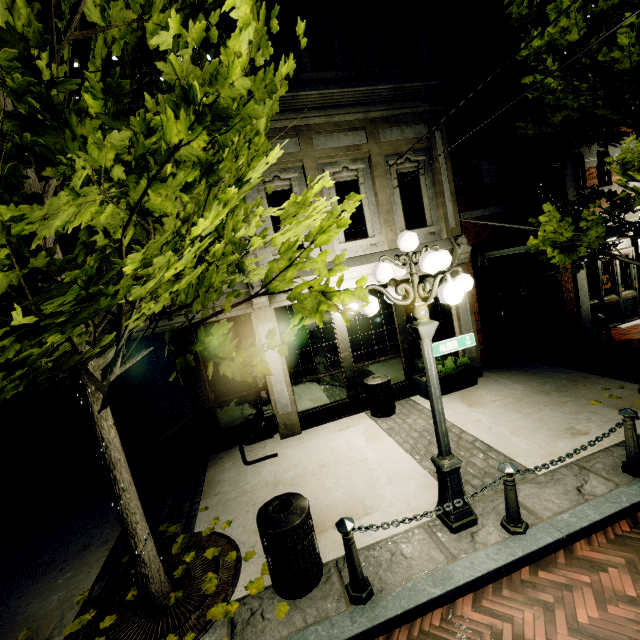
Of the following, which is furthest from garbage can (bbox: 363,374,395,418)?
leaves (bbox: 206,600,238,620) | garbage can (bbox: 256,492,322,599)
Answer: leaves (bbox: 206,600,238,620)

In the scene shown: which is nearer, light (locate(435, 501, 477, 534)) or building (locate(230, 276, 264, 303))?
light (locate(435, 501, 477, 534))

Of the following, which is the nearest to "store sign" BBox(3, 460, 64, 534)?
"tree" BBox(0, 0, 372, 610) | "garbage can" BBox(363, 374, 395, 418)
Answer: "tree" BBox(0, 0, 372, 610)

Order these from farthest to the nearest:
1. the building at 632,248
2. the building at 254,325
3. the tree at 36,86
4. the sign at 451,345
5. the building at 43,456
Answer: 1. the building at 632,248
2. the building at 254,325
3. the building at 43,456
4. the sign at 451,345
5. the tree at 36,86

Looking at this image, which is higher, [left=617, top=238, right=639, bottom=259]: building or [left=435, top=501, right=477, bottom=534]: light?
[left=617, top=238, right=639, bottom=259]: building

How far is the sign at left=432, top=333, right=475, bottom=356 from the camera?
3.9 meters

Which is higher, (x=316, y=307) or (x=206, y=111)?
(x=206, y=111)

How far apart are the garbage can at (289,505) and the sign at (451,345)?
2.3 meters
